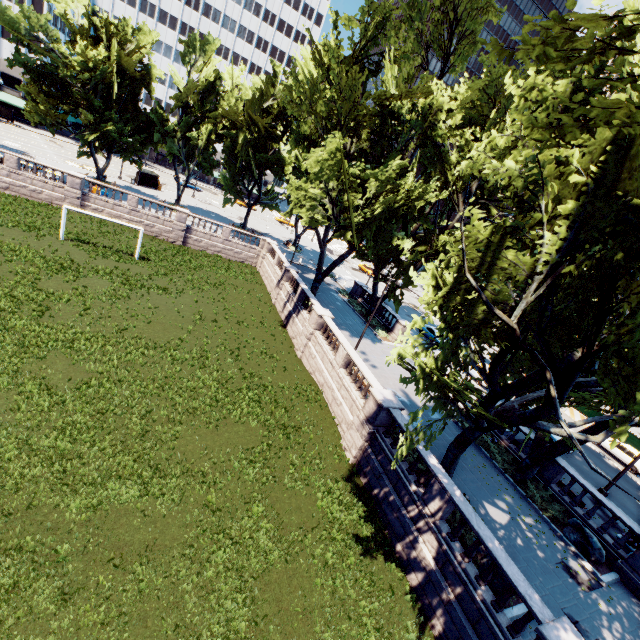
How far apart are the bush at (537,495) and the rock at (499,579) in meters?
5.5

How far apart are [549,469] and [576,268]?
15.16m

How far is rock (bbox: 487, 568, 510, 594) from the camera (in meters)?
11.05

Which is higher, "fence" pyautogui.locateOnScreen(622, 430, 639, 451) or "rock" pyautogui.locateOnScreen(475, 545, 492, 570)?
"fence" pyautogui.locateOnScreen(622, 430, 639, 451)

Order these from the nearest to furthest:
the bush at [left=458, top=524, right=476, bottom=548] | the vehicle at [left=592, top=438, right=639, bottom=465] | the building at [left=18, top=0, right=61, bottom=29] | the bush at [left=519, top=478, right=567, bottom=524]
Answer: the bush at [left=458, top=524, right=476, bottom=548], the bush at [left=519, top=478, right=567, bottom=524], the vehicle at [left=592, top=438, right=639, bottom=465], the building at [left=18, top=0, right=61, bottom=29]

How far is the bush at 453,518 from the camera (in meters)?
13.11

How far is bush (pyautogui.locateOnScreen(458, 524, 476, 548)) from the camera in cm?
1266
